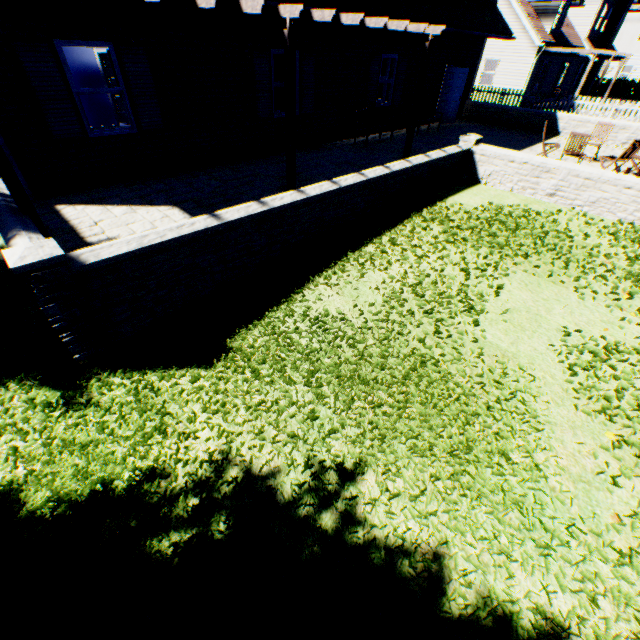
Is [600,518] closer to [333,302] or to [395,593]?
[395,593]

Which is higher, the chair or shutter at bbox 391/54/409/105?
shutter at bbox 391/54/409/105

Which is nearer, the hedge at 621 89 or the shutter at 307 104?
the shutter at 307 104

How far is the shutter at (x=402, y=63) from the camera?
12.2m

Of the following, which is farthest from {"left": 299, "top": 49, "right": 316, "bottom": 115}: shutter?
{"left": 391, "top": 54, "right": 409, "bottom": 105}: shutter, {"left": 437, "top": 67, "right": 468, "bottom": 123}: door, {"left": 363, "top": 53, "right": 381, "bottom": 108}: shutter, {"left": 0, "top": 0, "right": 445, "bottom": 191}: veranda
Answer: {"left": 437, "top": 67, "right": 468, "bottom": 123}: door

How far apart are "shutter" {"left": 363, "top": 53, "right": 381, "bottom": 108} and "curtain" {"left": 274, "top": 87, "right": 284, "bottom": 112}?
3.43m

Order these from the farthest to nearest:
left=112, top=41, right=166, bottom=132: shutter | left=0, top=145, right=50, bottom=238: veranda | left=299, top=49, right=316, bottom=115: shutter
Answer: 1. left=299, top=49, right=316, bottom=115: shutter
2. left=112, top=41, right=166, bottom=132: shutter
3. left=0, top=145, right=50, bottom=238: veranda

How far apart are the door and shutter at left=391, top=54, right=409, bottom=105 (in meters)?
3.27
